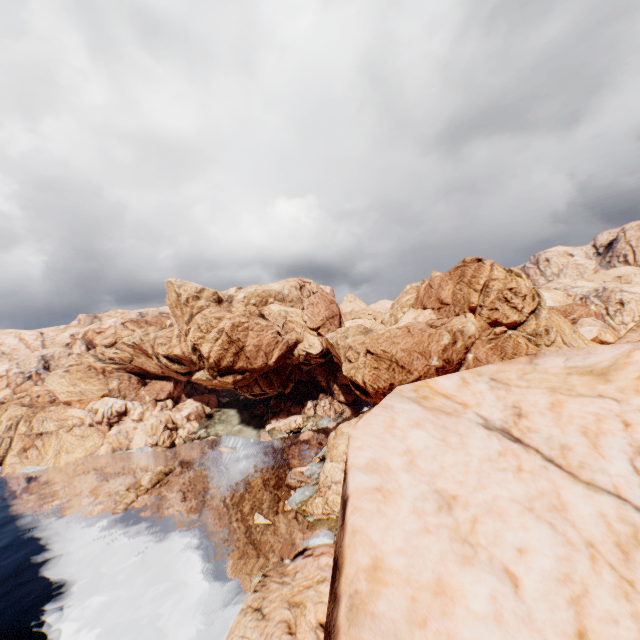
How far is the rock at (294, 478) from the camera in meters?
58.0 m

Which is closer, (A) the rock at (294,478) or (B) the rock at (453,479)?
(B) the rock at (453,479)

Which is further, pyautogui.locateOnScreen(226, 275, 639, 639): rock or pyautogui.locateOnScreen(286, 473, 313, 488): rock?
pyautogui.locateOnScreen(286, 473, 313, 488): rock

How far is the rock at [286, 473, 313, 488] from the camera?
58.0 meters

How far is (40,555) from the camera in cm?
4747

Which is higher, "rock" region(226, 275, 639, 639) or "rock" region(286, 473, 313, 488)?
"rock" region(226, 275, 639, 639)
